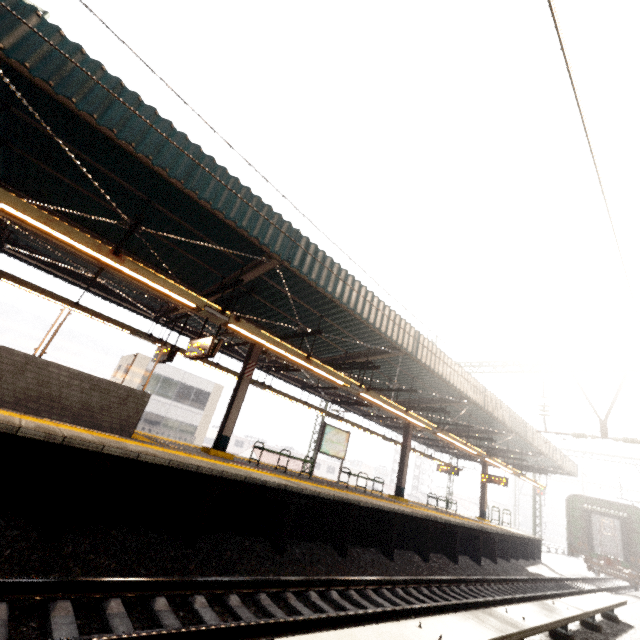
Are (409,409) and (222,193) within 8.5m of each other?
no

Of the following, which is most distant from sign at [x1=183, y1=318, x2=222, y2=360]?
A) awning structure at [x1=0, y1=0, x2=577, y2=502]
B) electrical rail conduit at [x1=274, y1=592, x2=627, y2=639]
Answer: electrical rail conduit at [x1=274, y1=592, x2=627, y2=639]

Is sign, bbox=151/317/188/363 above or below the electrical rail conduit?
above

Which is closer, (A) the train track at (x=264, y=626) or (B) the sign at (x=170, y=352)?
(A) the train track at (x=264, y=626)

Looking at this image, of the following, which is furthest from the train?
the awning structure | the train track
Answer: the train track

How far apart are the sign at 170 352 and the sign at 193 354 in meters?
1.4

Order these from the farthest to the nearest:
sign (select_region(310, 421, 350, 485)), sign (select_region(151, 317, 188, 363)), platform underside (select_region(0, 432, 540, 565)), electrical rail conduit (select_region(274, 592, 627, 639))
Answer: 1. sign (select_region(310, 421, 350, 485))
2. sign (select_region(151, 317, 188, 363))
3. platform underside (select_region(0, 432, 540, 565))
4. electrical rail conduit (select_region(274, 592, 627, 639))

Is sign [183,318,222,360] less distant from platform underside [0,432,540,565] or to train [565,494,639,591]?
platform underside [0,432,540,565]
